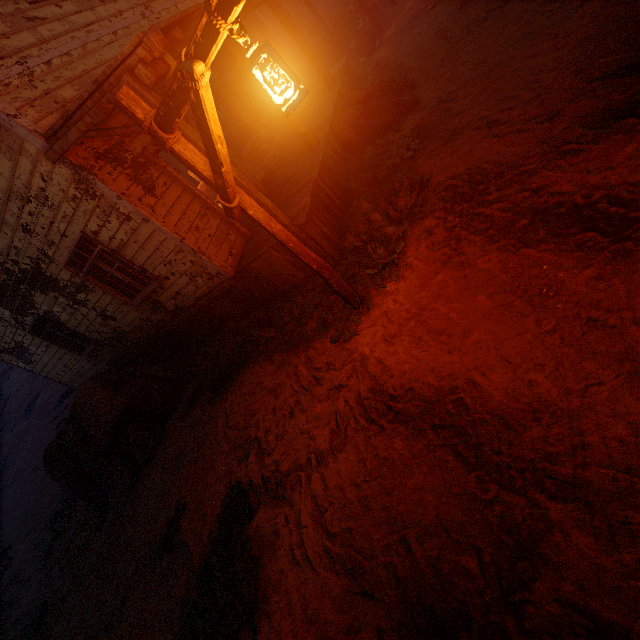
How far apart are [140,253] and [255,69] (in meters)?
4.87

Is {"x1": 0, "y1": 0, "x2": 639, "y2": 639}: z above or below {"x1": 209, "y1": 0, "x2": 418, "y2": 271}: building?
below

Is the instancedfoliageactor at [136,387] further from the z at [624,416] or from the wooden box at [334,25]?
the wooden box at [334,25]

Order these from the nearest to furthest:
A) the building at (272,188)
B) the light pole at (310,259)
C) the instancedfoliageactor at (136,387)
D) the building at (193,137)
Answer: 1. the light pole at (310,259)
2. the building at (193,137)
3. the building at (272,188)
4. the instancedfoliageactor at (136,387)

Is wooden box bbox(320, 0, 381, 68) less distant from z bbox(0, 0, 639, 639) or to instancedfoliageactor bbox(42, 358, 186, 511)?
z bbox(0, 0, 639, 639)

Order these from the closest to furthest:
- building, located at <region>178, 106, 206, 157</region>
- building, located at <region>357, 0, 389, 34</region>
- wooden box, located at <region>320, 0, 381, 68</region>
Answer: building, located at <region>178, 106, 206, 157</region> → wooden box, located at <region>320, 0, 381, 68</region> → building, located at <region>357, 0, 389, 34</region>

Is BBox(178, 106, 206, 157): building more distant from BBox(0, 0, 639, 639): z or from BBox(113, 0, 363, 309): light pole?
BBox(113, 0, 363, 309): light pole
